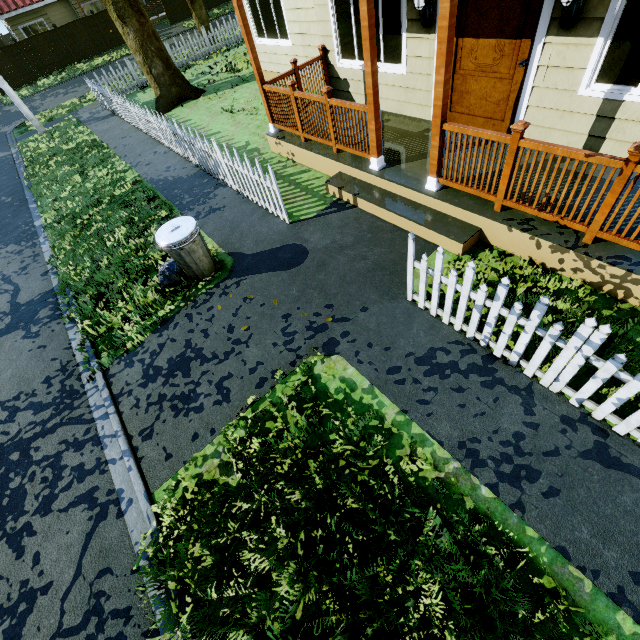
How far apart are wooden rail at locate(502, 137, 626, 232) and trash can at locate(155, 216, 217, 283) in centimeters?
432cm

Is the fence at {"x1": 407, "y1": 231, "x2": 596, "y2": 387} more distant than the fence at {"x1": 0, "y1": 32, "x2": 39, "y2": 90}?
No

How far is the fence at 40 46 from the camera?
22.6 meters

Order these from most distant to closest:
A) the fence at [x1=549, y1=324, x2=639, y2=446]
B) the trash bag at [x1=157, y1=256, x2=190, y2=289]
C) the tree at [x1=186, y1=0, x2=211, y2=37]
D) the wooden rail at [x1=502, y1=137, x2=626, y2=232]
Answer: the tree at [x1=186, y1=0, x2=211, y2=37] < the trash bag at [x1=157, y1=256, x2=190, y2=289] < the wooden rail at [x1=502, y1=137, x2=626, y2=232] < the fence at [x1=549, y1=324, x2=639, y2=446]

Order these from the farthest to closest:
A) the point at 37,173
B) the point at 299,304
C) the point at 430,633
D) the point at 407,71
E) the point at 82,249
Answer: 1. the point at 37,173
2. the point at 82,249
3. the point at 407,71
4. the point at 299,304
5. the point at 430,633

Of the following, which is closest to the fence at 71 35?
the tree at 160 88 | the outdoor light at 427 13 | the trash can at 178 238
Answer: the tree at 160 88

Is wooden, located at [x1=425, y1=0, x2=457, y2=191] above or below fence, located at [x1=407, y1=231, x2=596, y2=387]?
above

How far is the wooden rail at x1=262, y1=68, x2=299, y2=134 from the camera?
6.46m
